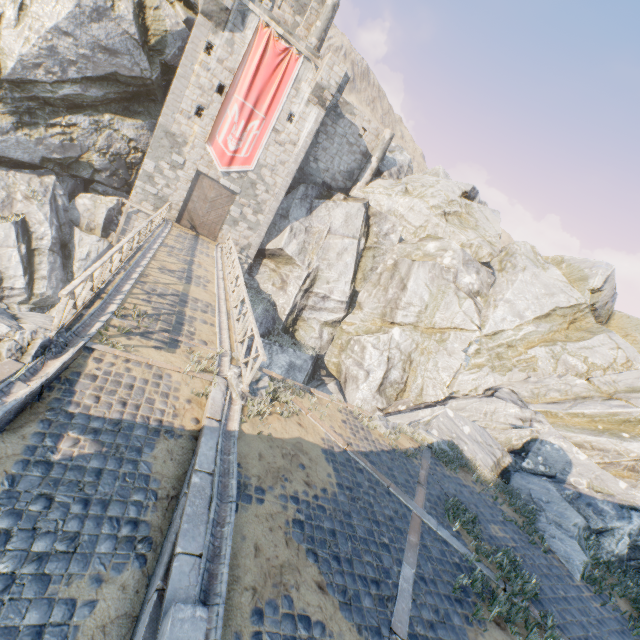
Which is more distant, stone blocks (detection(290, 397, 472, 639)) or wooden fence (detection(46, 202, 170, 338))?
wooden fence (detection(46, 202, 170, 338))

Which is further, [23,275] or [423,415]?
[23,275]

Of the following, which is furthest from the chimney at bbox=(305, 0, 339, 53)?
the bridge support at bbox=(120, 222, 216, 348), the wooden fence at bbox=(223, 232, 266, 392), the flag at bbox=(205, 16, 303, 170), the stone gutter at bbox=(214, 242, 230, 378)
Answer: the wooden fence at bbox=(223, 232, 266, 392)

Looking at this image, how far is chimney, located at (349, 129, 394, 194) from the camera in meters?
27.2 m

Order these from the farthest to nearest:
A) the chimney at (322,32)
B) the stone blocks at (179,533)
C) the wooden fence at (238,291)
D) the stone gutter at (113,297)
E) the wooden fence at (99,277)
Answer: the chimney at (322,32) < the wooden fence at (238,291) < the wooden fence at (99,277) < the stone gutter at (113,297) < the stone blocks at (179,533)

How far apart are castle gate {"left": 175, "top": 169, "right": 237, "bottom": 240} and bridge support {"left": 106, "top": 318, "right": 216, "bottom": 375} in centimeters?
1678cm

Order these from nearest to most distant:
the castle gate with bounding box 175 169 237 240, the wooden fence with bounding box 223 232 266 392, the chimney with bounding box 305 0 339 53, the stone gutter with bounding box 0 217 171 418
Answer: the stone gutter with bounding box 0 217 171 418 < the wooden fence with bounding box 223 232 266 392 < the castle gate with bounding box 175 169 237 240 < the chimney with bounding box 305 0 339 53

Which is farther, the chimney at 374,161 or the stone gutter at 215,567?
the chimney at 374,161
